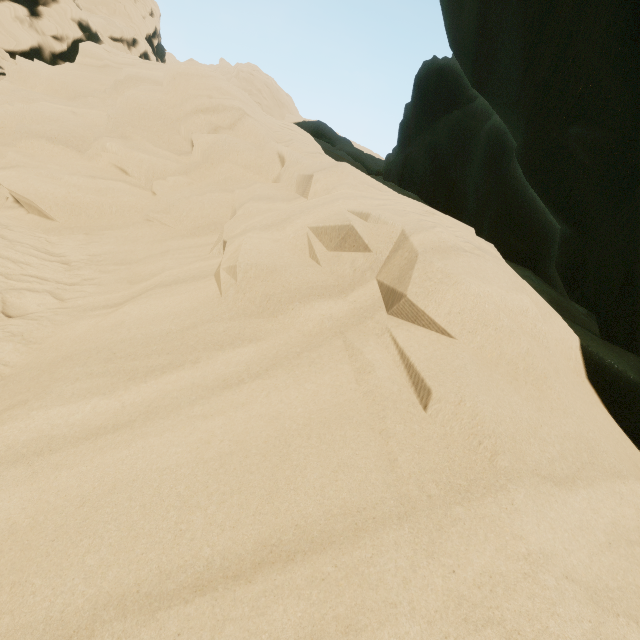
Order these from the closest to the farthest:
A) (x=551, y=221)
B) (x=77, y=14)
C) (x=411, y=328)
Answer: (x=411, y=328), (x=551, y=221), (x=77, y=14)
